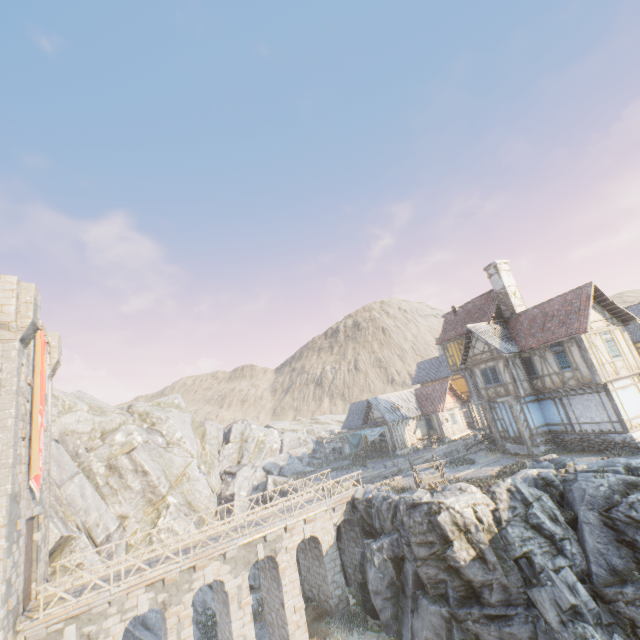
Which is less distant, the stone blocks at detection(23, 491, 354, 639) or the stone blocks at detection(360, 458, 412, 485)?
the stone blocks at detection(23, 491, 354, 639)

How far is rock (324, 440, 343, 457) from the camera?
42.69m

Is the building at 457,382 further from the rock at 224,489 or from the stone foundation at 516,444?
the rock at 224,489

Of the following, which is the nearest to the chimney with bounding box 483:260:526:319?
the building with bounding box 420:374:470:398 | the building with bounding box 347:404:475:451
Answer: the building with bounding box 420:374:470:398

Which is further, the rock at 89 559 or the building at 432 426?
the building at 432 426

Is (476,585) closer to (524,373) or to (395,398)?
(524,373)

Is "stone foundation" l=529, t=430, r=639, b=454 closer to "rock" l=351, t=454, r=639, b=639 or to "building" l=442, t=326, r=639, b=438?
"building" l=442, t=326, r=639, b=438

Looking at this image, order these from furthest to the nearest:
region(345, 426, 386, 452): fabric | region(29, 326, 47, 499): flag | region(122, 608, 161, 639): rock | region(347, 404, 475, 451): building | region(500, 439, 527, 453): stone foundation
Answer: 1. region(347, 404, 475, 451): building
2. region(345, 426, 386, 452): fabric
3. region(500, 439, 527, 453): stone foundation
4. region(122, 608, 161, 639): rock
5. region(29, 326, 47, 499): flag
